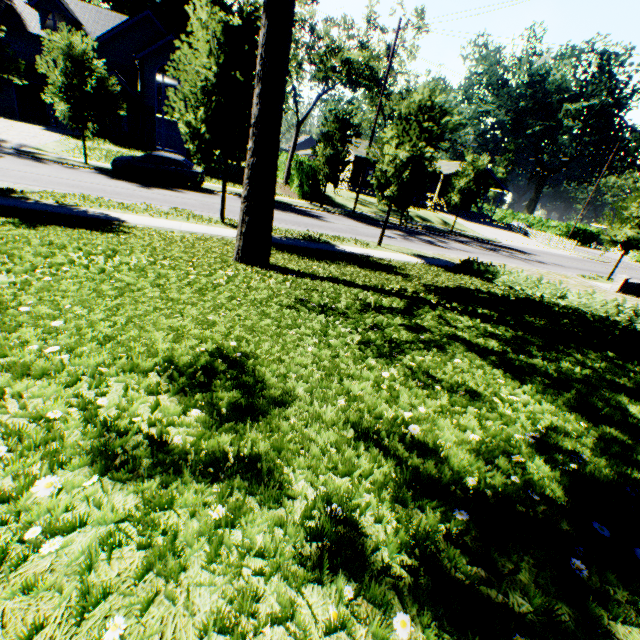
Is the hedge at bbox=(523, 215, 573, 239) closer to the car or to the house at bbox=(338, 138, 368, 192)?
the house at bbox=(338, 138, 368, 192)

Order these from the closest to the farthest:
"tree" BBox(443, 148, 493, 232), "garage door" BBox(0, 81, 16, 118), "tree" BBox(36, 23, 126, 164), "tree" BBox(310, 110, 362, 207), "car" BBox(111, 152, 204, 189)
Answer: "tree" BBox(36, 23, 126, 164), "car" BBox(111, 152, 204, 189), "tree" BBox(310, 110, 362, 207), "tree" BBox(443, 148, 493, 232), "garage door" BBox(0, 81, 16, 118)

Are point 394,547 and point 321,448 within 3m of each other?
yes

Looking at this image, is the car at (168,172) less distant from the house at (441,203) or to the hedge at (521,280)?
the hedge at (521,280)

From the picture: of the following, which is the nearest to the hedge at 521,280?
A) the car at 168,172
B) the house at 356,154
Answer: the car at 168,172

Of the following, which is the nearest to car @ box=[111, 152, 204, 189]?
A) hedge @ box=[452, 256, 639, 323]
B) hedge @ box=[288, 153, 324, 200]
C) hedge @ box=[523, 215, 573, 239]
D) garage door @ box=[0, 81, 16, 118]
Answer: hedge @ box=[288, 153, 324, 200]

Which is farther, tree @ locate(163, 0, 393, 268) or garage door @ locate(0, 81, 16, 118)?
garage door @ locate(0, 81, 16, 118)

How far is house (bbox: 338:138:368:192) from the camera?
40.1 meters
